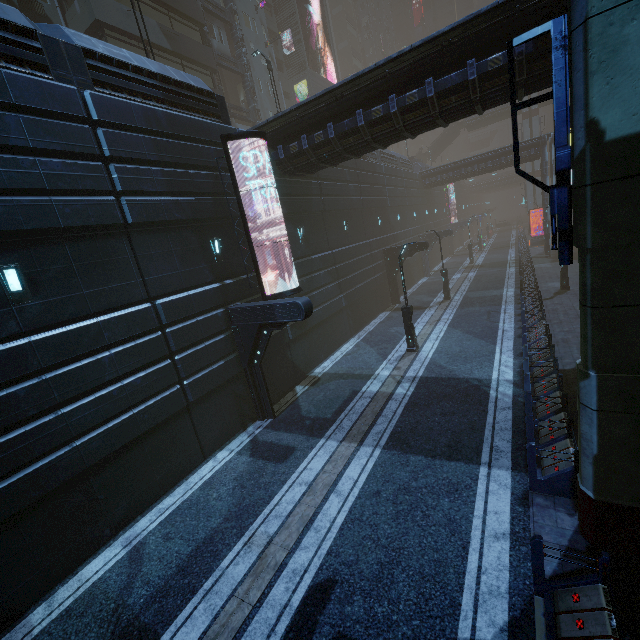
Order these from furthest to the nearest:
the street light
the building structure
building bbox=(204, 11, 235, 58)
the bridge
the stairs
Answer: the stairs
the bridge
building bbox=(204, 11, 235, 58)
the building structure
the street light

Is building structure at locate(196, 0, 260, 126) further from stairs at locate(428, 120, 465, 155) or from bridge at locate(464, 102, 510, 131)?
bridge at locate(464, 102, 510, 131)

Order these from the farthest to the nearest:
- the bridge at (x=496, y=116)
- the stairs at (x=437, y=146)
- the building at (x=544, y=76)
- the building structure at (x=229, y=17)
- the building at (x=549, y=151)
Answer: the stairs at (x=437, y=146), the bridge at (x=496, y=116), the building at (x=549, y=151), the building structure at (x=229, y=17), the building at (x=544, y=76)

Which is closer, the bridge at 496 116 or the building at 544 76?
the building at 544 76

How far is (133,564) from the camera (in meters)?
7.93

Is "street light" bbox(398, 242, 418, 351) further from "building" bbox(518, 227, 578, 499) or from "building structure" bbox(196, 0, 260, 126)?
"building structure" bbox(196, 0, 260, 126)

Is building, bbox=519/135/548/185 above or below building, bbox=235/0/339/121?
below

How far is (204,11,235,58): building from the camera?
28.9m
